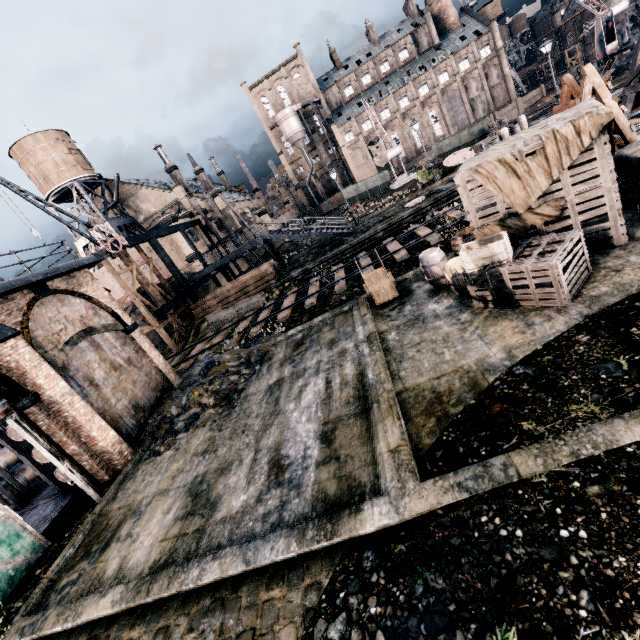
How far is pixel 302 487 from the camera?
7.1m

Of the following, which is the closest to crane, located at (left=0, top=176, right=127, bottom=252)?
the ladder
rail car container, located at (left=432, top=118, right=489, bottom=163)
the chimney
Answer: the ladder

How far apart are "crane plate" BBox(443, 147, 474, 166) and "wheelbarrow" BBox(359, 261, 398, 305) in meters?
23.7

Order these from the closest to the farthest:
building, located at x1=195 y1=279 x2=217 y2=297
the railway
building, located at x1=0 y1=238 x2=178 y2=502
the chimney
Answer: building, located at x1=0 y1=238 x2=178 y2=502 → the railway → building, located at x1=195 y1=279 x2=217 y2=297 → the chimney

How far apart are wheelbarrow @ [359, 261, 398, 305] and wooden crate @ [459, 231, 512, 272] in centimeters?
371cm

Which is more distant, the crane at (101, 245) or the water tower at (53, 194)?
the water tower at (53, 194)

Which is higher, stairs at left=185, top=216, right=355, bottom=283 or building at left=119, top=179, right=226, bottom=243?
building at left=119, top=179, right=226, bottom=243

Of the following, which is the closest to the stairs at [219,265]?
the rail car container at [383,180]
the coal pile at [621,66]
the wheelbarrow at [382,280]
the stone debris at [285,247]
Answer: the stone debris at [285,247]
